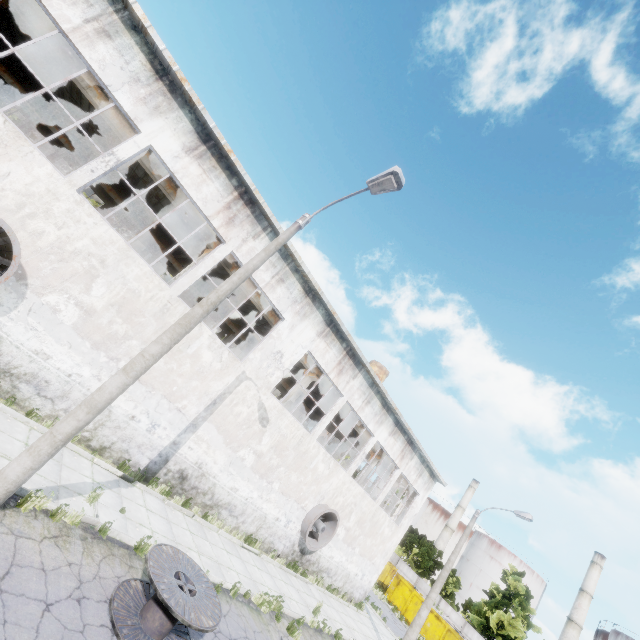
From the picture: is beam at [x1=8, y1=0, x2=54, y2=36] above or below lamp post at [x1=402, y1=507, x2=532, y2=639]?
above

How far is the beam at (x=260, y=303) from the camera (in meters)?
16.16

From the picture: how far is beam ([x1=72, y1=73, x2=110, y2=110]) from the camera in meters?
11.0

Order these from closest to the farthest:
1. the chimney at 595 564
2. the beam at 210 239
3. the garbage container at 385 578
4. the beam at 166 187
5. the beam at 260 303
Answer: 1. the beam at 166 187
2. the beam at 210 239
3. the beam at 260 303
4. the garbage container at 385 578
5. the chimney at 595 564

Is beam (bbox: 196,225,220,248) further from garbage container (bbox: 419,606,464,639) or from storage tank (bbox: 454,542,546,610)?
storage tank (bbox: 454,542,546,610)

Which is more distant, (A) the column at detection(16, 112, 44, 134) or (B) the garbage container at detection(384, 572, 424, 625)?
(B) the garbage container at detection(384, 572, 424, 625)

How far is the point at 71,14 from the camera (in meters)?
8.55
